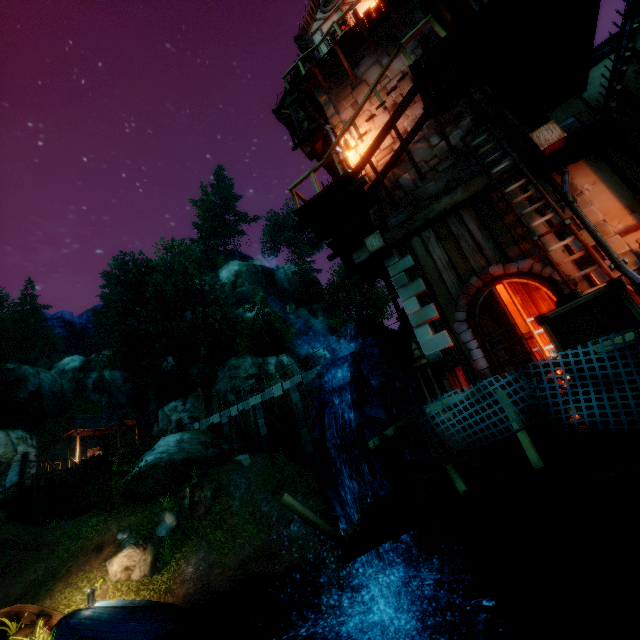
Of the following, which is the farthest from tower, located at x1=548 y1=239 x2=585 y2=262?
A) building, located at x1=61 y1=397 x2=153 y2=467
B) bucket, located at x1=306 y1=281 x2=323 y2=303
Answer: building, located at x1=61 y1=397 x2=153 y2=467

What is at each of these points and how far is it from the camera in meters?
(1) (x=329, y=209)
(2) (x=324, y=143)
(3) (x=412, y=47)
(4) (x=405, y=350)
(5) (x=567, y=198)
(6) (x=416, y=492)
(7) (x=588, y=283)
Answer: (1) wooden platform, 8.9
(2) building, 13.3
(3) tower, 9.9
(4) drain, 14.4
(5) drain pipe, 6.3
(6) rope, 4.4
(7) tower, 6.2

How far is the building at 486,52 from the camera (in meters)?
7.53

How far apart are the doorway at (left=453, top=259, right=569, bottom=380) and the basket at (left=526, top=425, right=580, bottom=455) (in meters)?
2.90

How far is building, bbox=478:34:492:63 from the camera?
7.53m

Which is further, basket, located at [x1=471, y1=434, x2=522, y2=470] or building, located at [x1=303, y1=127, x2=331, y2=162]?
building, located at [x1=303, y1=127, x2=331, y2=162]

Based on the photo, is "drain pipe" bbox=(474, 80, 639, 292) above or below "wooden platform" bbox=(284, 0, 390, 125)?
below

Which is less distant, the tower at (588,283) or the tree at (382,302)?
the tower at (588,283)
